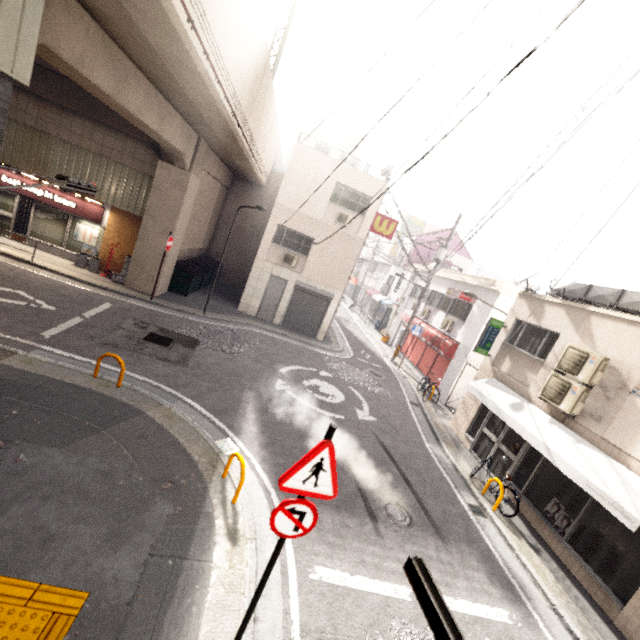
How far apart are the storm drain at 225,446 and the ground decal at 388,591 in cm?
272

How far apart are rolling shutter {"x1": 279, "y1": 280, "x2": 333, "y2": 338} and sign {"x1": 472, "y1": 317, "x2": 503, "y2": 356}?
7.58m

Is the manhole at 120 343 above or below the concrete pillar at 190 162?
below

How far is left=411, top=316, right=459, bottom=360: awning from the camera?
Result: 16.1m

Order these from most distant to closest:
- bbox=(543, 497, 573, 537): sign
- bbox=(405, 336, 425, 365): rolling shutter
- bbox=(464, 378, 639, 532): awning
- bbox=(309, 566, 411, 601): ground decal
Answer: bbox=(405, 336, 425, 365): rolling shutter
bbox=(543, 497, 573, 537): sign
bbox=(464, 378, 639, 532): awning
bbox=(309, 566, 411, 601): ground decal

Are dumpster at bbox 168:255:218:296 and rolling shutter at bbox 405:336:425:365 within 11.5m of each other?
no

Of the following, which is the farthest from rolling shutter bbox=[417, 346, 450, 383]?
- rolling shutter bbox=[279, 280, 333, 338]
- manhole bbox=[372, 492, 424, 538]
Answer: manhole bbox=[372, 492, 424, 538]

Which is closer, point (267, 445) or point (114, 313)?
point (267, 445)
